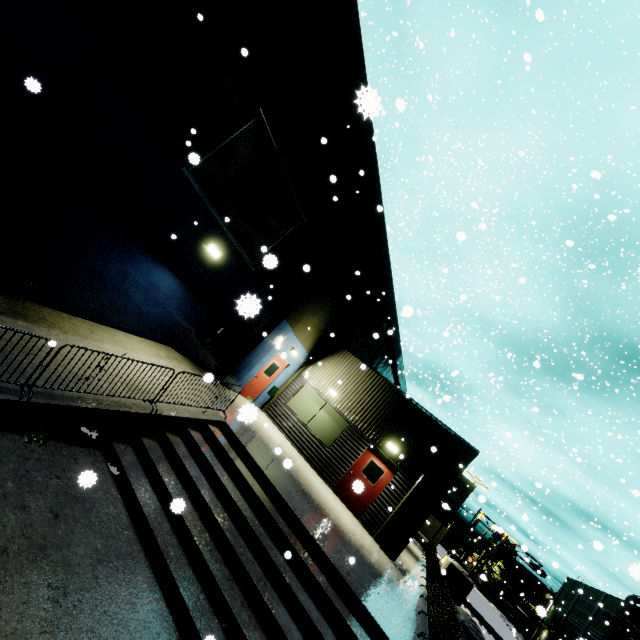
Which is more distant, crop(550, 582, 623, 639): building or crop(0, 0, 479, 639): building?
crop(550, 582, 623, 639): building

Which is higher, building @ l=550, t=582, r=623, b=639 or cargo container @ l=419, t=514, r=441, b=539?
building @ l=550, t=582, r=623, b=639

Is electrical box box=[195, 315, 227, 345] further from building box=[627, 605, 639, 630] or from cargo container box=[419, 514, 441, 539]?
cargo container box=[419, 514, 441, 539]

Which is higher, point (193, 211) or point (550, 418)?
point (550, 418)

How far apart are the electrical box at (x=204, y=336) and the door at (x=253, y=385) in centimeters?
323cm

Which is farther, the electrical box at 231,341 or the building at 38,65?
the electrical box at 231,341

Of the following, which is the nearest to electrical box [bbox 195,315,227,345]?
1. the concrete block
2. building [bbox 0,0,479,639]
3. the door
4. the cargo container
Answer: building [bbox 0,0,479,639]

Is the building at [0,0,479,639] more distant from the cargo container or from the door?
the cargo container
